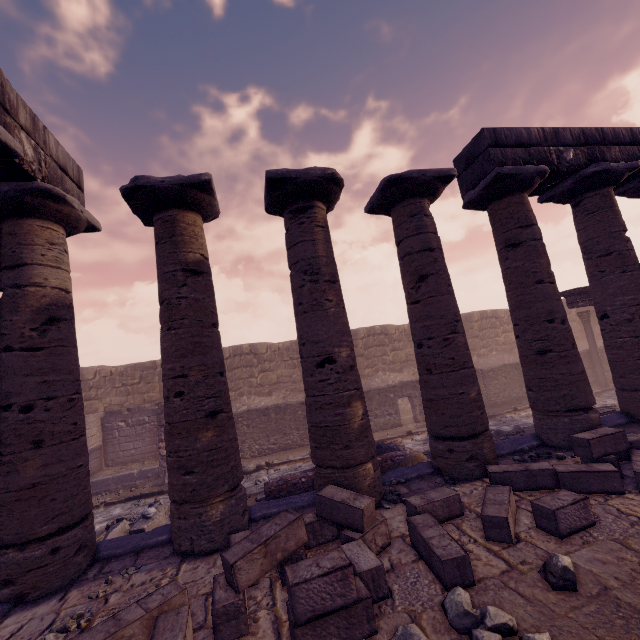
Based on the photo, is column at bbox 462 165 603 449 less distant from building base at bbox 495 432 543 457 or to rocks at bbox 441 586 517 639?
building base at bbox 495 432 543 457

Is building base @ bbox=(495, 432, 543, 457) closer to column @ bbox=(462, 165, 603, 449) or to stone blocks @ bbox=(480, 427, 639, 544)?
column @ bbox=(462, 165, 603, 449)

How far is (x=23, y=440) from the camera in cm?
421

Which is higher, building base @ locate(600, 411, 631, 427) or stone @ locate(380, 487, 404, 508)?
building base @ locate(600, 411, 631, 427)

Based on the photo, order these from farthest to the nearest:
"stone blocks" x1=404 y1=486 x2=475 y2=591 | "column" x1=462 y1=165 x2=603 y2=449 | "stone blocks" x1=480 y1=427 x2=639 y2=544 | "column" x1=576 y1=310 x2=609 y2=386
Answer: "column" x1=576 y1=310 x2=609 y2=386
"column" x1=462 y1=165 x2=603 y2=449
"stone blocks" x1=480 y1=427 x2=639 y2=544
"stone blocks" x1=404 y1=486 x2=475 y2=591

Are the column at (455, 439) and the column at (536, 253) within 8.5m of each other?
yes

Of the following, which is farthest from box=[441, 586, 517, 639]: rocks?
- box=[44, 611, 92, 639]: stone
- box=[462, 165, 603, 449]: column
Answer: box=[462, 165, 603, 449]: column

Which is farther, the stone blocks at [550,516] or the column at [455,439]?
the column at [455,439]
